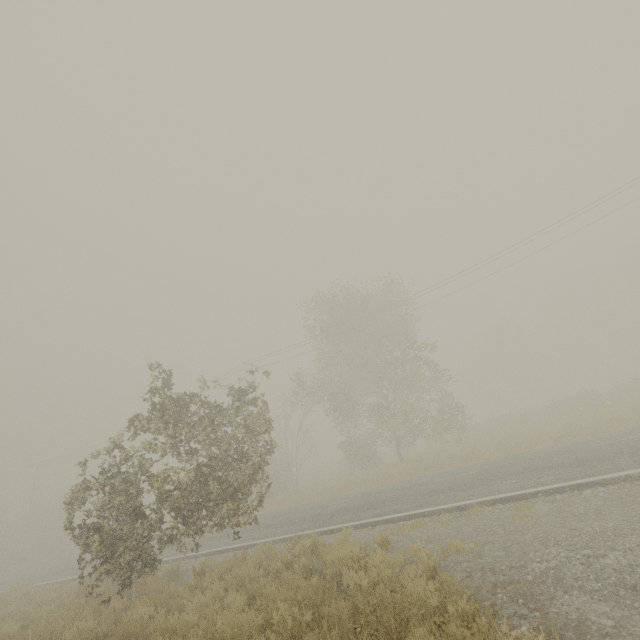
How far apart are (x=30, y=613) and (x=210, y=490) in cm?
661
